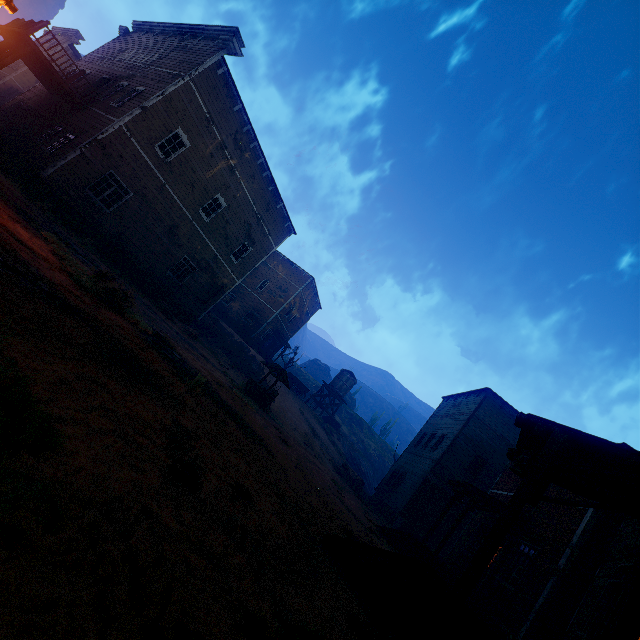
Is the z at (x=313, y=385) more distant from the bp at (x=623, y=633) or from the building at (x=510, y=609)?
the bp at (x=623, y=633)

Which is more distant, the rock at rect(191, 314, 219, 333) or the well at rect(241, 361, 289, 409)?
the rock at rect(191, 314, 219, 333)

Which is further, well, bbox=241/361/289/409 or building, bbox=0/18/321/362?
well, bbox=241/361/289/409

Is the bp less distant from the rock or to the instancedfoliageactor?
the instancedfoliageactor

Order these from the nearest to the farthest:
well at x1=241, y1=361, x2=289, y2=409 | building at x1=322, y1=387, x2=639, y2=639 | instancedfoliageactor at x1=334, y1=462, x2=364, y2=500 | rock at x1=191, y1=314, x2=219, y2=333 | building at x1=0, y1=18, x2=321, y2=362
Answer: building at x1=322, y1=387, x2=639, y2=639
building at x1=0, y1=18, x2=321, y2=362
well at x1=241, y1=361, x2=289, y2=409
instancedfoliageactor at x1=334, y1=462, x2=364, y2=500
rock at x1=191, y1=314, x2=219, y2=333

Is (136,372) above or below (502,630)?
below

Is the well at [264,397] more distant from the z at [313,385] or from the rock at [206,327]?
the rock at [206,327]

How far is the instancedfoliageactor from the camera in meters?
22.0 m
